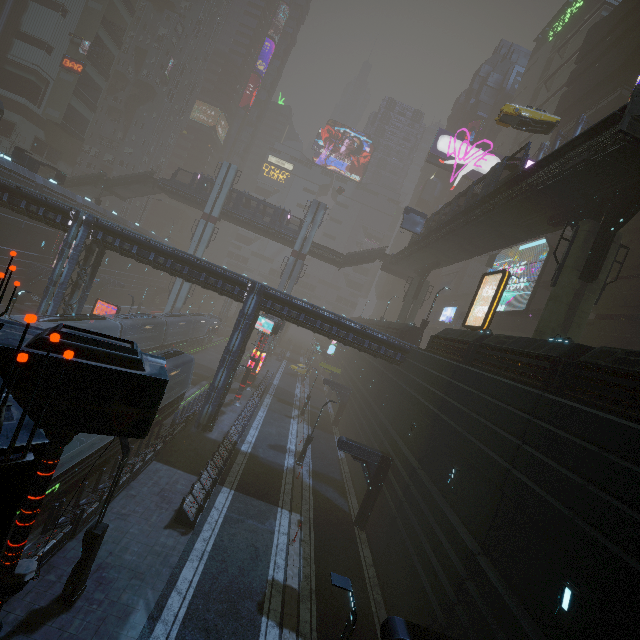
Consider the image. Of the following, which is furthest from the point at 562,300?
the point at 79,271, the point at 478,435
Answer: the point at 79,271

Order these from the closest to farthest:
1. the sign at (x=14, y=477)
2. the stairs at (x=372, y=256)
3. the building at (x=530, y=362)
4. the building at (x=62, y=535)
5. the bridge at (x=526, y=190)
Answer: the sign at (x=14, y=477) → the building at (x=530, y=362) → the building at (x=62, y=535) → the bridge at (x=526, y=190) → the stairs at (x=372, y=256)

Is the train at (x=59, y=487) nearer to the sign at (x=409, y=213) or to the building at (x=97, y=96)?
the building at (x=97, y=96)

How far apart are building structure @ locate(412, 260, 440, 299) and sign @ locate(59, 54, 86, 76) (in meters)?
60.41

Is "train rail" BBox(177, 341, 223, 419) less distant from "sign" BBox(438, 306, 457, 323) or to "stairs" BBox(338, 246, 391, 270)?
"stairs" BBox(338, 246, 391, 270)

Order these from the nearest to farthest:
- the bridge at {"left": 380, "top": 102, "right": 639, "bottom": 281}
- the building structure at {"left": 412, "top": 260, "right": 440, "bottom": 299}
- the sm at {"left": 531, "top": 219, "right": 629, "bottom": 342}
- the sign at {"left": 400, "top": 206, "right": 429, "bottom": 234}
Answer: the bridge at {"left": 380, "top": 102, "right": 639, "bottom": 281} < the sm at {"left": 531, "top": 219, "right": 629, "bottom": 342} < the sign at {"left": 400, "top": 206, "right": 429, "bottom": 234} < the building structure at {"left": 412, "top": 260, "right": 440, "bottom": 299}

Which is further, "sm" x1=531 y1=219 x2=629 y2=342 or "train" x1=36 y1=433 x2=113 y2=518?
"sm" x1=531 y1=219 x2=629 y2=342

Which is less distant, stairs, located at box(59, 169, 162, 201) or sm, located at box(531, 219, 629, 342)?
sm, located at box(531, 219, 629, 342)
